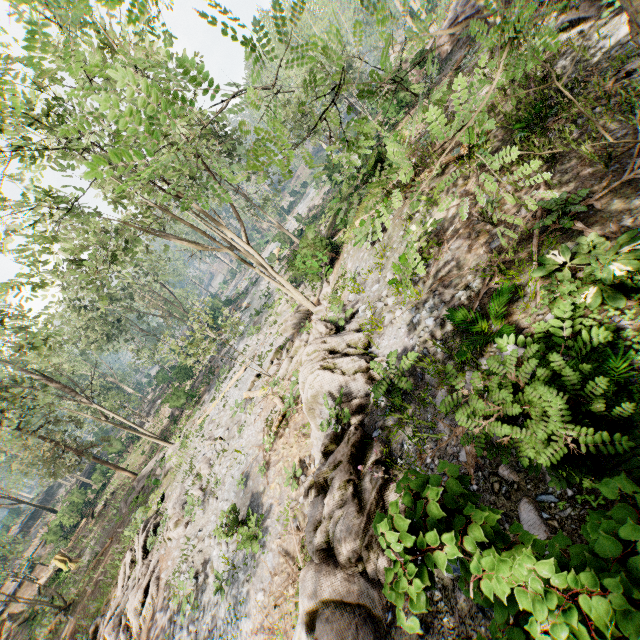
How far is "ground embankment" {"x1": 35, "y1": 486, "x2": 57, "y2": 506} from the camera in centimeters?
5403cm

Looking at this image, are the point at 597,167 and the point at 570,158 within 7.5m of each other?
yes

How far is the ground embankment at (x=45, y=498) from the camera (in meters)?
54.03

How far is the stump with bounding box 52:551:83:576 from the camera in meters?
26.9 m

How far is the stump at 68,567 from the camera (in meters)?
26.94

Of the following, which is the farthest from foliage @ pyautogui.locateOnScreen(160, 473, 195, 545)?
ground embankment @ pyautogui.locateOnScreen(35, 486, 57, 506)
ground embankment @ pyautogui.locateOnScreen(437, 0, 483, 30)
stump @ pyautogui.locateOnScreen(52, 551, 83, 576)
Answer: stump @ pyautogui.locateOnScreen(52, 551, 83, 576)

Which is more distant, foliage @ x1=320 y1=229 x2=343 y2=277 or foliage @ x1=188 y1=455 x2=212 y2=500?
foliage @ x1=320 y1=229 x2=343 y2=277

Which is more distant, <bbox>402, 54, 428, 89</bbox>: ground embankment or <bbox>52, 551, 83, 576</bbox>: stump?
<bbox>52, 551, 83, 576</bbox>: stump
